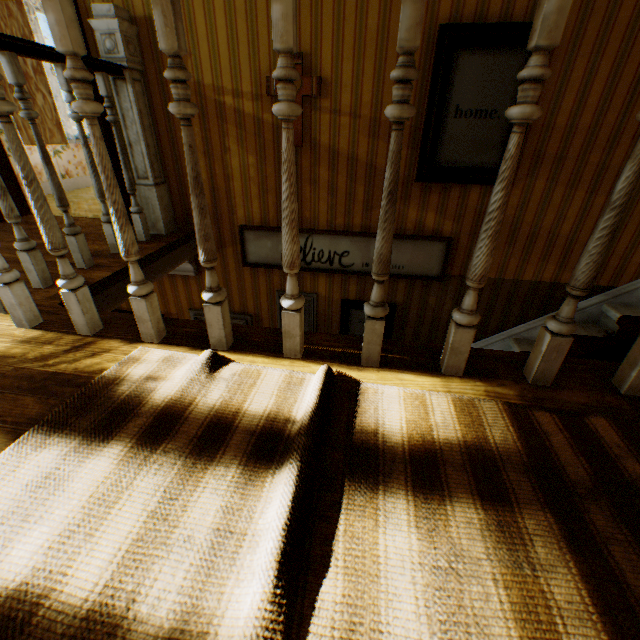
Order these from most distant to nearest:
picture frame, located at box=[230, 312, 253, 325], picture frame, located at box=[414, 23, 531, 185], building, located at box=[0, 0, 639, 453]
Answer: picture frame, located at box=[230, 312, 253, 325], picture frame, located at box=[414, 23, 531, 185], building, located at box=[0, 0, 639, 453]

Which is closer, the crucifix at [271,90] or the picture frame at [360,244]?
the crucifix at [271,90]

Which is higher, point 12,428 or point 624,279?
point 12,428

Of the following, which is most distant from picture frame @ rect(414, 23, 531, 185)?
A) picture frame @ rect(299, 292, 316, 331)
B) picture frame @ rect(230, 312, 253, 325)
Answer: picture frame @ rect(230, 312, 253, 325)

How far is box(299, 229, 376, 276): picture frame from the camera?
3.0m

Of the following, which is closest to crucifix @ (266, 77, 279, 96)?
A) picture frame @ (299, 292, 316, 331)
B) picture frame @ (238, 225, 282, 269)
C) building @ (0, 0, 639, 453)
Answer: building @ (0, 0, 639, 453)

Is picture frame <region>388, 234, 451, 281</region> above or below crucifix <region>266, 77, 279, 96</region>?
below

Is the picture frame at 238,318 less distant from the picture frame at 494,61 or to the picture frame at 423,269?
the picture frame at 423,269
